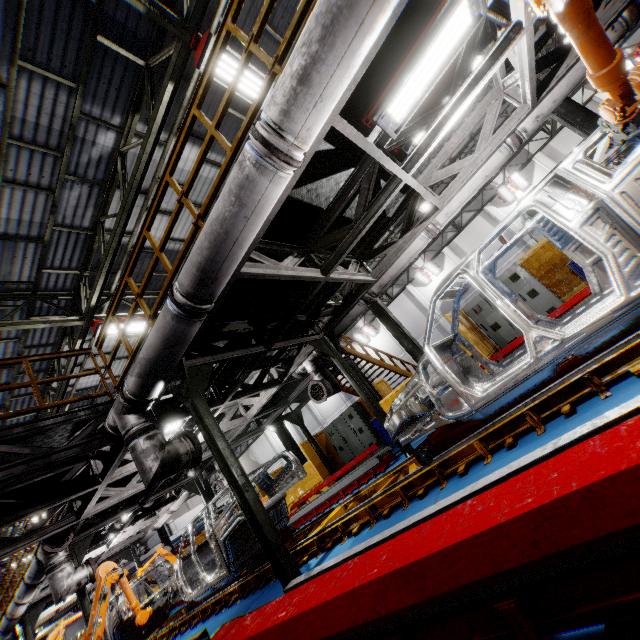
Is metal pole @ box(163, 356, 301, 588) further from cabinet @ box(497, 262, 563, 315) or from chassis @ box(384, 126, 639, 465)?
cabinet @ box(497, 262, 563, 315)

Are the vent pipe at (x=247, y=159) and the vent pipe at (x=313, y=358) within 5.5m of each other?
yes

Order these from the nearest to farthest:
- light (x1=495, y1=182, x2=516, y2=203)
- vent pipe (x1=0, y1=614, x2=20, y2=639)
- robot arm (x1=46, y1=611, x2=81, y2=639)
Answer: robot arm (x1=46, y1=611, x2=81, y2=639), vent pipe (x1=0, y1=614, x2=20, y2=639), light (x1=495, y1=182, x2=516, y2=203)

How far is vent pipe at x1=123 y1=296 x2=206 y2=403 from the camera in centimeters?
384cm

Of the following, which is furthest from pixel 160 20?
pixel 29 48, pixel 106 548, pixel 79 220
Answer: pixel 106 548

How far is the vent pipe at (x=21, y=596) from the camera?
9.3 meters

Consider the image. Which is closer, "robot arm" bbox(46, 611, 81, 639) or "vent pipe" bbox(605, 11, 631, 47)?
"vent pipe" bbox(605, 11, 631, 47)

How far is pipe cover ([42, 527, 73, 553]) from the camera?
7.6m
